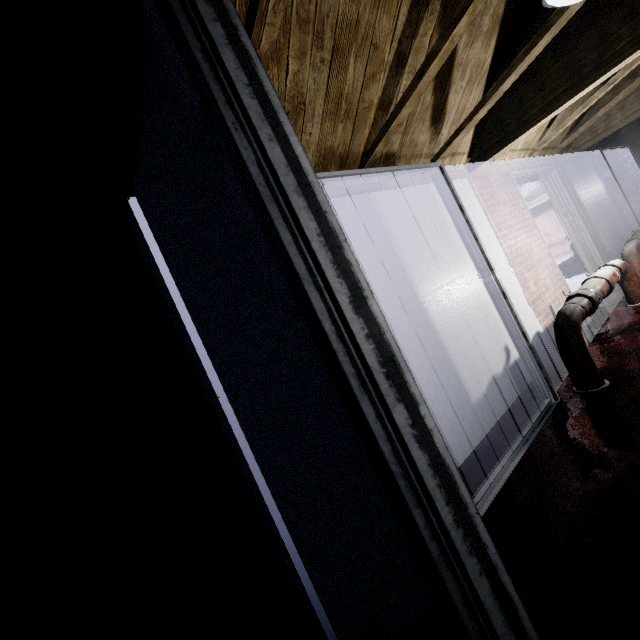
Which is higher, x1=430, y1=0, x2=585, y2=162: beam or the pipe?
x1=430, y1=0, x2=585, y2=162: beam

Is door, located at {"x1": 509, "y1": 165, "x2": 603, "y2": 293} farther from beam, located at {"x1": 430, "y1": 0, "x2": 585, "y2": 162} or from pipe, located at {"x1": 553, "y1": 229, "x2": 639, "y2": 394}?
beam, located at {"x1": 430, "y1": 0, "x2": 585, "y2": 162}

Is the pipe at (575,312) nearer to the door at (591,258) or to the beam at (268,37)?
the door at (591,258)

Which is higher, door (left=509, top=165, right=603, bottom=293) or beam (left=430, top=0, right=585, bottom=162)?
beam (left=430, top=0, right=585, bottom=162)

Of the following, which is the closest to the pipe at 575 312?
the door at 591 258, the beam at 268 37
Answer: the door at 591 258

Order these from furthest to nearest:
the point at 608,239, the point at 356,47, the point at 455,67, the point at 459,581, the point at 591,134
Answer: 1. the point at 608,239
2. the point at 591,134
3. the point at 455,67
4. the point at 356,47
5. the point at 459,581

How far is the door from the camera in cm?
389
